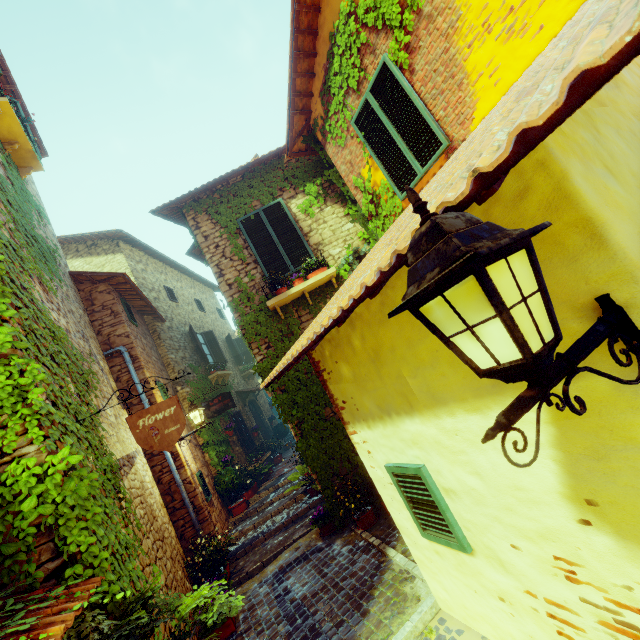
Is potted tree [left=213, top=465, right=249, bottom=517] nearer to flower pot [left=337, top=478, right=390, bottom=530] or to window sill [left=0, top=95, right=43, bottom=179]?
flower pot [left=337, top=478, right=390, bottom=530]

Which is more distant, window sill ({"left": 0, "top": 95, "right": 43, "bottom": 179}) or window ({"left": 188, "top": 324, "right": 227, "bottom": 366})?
window ({"left": 188, "top": 324, "right": 227, "bottom": 366})

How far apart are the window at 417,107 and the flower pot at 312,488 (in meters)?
6.10

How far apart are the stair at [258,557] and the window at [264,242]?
4.88m

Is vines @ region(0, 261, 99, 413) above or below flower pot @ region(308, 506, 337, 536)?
above

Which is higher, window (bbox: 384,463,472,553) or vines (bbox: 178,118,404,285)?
vines (bbox: 178,118,404,285)

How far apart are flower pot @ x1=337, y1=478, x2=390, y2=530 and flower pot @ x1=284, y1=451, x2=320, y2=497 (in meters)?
1.93

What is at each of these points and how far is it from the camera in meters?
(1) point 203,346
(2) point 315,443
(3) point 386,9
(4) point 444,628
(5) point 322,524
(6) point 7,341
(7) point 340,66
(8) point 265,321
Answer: (1) window, 13.6
(2) vines, 6.1
(3) vines, 4.3
(4) stair, 3.1
(5) flower pot, 6.0
(6) vines, 2.5
(7) vines, 5.3
(8) vines, 6.6
